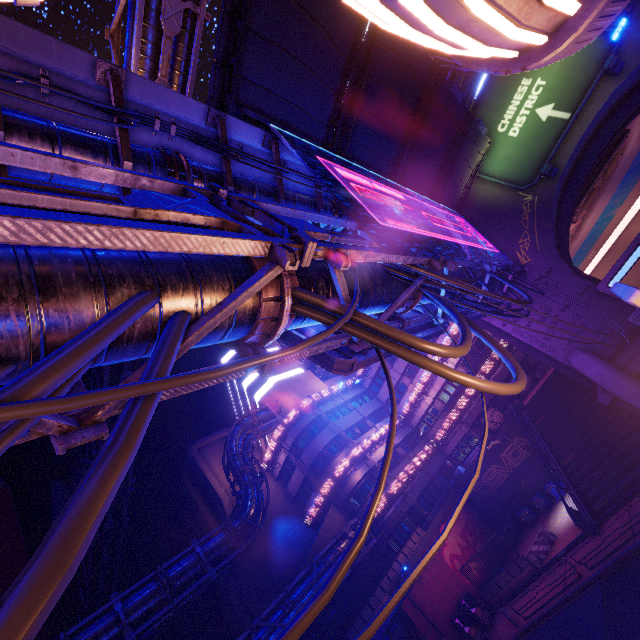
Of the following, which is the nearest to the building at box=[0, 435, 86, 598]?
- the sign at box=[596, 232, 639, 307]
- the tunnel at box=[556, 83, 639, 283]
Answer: the tunnel at box=[556, 83, 639, 283]

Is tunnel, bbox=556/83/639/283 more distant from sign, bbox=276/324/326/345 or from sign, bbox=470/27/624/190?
sign, bbox=276/324/326/345

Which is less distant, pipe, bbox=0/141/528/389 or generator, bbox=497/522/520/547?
pipe, bbox=0/141/528/389

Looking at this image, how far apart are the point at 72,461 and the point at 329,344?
41.85m

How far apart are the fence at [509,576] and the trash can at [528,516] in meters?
5.1 m

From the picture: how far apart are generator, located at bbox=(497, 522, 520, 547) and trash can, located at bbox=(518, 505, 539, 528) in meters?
1.4

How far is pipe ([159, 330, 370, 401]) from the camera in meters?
4.0 m

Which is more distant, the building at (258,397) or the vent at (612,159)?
the building at (258,397)
